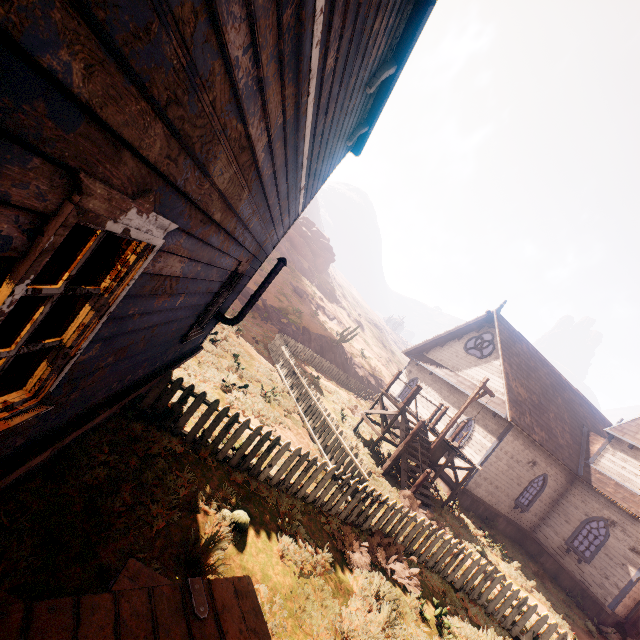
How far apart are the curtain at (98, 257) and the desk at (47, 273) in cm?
197

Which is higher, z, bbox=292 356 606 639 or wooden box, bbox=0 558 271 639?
wooden box, bbox=0 558 271 639

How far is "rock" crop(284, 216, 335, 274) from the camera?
48.22m

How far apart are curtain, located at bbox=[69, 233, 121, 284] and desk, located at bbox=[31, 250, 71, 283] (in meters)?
1.97

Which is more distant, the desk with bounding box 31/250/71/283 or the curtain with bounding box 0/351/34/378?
the desk with bounding box 31/250/71/283

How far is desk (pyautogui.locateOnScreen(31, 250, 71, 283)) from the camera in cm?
386

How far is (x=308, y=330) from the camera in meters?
26.0 m

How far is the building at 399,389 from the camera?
23.6m
